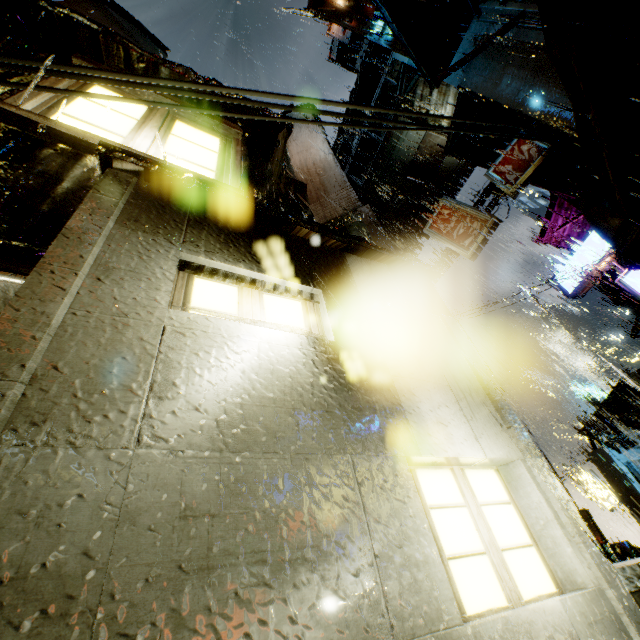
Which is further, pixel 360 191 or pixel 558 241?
pixel 360 191

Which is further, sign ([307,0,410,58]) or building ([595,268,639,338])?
building ([595,268,639,338])

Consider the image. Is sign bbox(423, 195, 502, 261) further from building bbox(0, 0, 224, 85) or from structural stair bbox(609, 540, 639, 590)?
structural stair bbox(609, 540, 639, 590)

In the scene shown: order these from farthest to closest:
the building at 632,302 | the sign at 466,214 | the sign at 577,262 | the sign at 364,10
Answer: the building at 632,302
the sign at 577,262
the sign at 466,214
the sign at 364,10

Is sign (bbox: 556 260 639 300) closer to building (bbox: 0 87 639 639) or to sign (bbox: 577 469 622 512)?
building (bbox: 0 87 639 639)

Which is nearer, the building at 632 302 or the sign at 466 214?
the sign at 466 214

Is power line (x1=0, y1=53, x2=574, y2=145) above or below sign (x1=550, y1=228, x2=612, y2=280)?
below

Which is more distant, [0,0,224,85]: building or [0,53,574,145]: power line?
[0,0,224,85]: building
